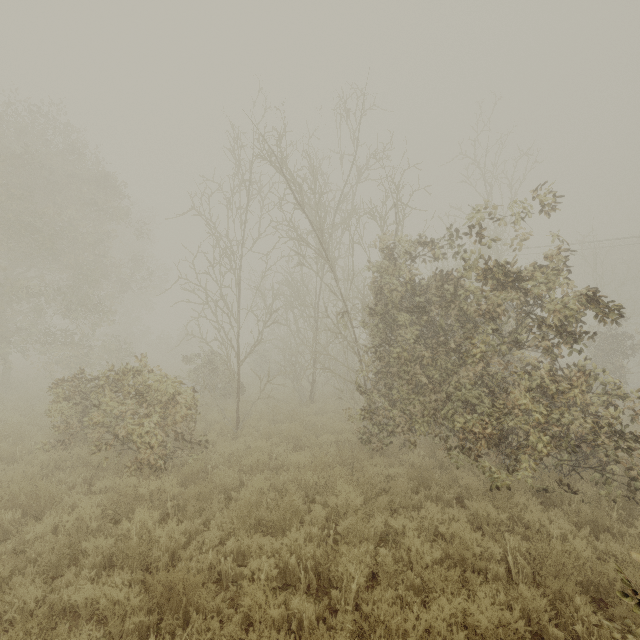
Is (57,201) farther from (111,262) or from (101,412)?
(101,412)
